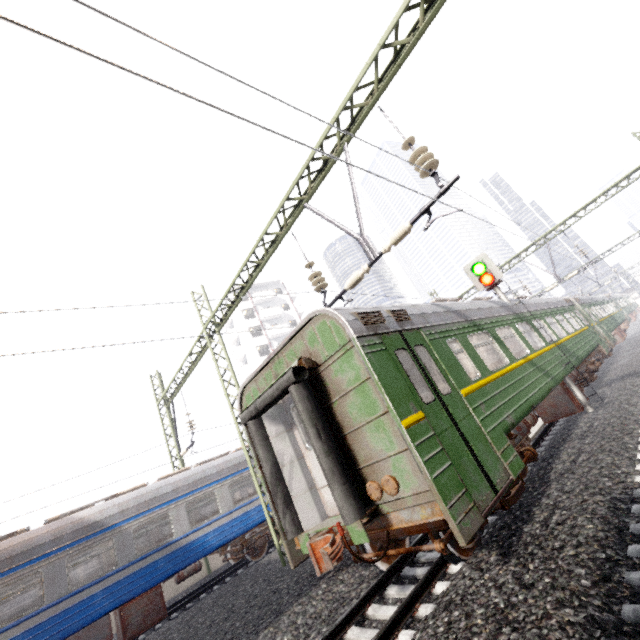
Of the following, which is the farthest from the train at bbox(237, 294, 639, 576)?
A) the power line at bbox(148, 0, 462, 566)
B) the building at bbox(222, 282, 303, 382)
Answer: the building at bbox(222, 282, 303, 382)

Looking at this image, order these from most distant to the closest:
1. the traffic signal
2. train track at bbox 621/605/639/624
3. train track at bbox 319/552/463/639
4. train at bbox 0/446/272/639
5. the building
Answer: the building
the traffic signal
train at bbox 0/446/272/639
train track at bbox 319/552/463/639
train track at bbox 621/605/639/624

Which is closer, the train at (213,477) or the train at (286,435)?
the train at (286,435)

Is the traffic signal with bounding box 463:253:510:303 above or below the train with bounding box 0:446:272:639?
above

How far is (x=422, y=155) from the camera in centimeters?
595cm

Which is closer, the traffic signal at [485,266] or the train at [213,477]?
the train at [213,477]

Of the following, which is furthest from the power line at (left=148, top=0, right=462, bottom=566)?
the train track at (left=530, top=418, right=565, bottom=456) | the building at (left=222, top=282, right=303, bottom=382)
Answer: the building at (left=222, top=282, right=303, bottom=382)

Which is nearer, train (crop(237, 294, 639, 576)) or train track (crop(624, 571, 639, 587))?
train track (crop(624, 571, 639, 587))
